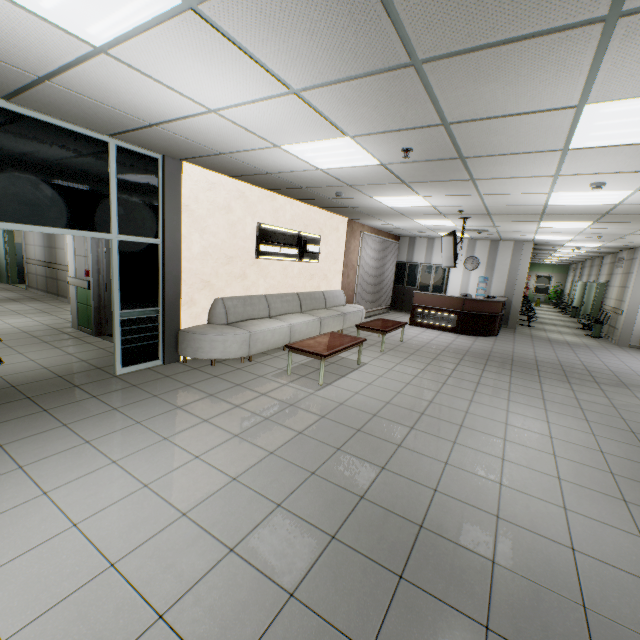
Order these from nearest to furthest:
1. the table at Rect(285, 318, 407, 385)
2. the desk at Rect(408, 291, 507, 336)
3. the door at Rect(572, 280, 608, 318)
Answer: the table at Rect(285, 318, 407, 385)
the desk at Rect(408, 291, 507, 336)
the door at Rect(572, 280, 608, 318)

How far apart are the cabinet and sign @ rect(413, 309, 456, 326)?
2.8 meters

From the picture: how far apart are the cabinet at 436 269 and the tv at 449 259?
4.3 meters

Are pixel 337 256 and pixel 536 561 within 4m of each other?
no

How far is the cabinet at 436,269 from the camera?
13.1 meters

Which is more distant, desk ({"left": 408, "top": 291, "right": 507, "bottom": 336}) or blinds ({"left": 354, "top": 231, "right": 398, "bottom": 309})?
blinds ({"left": 354, "top": 231, "right": 398, "bottom": 309})

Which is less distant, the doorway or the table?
the doorway

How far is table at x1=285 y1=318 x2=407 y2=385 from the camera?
5.1 meters
